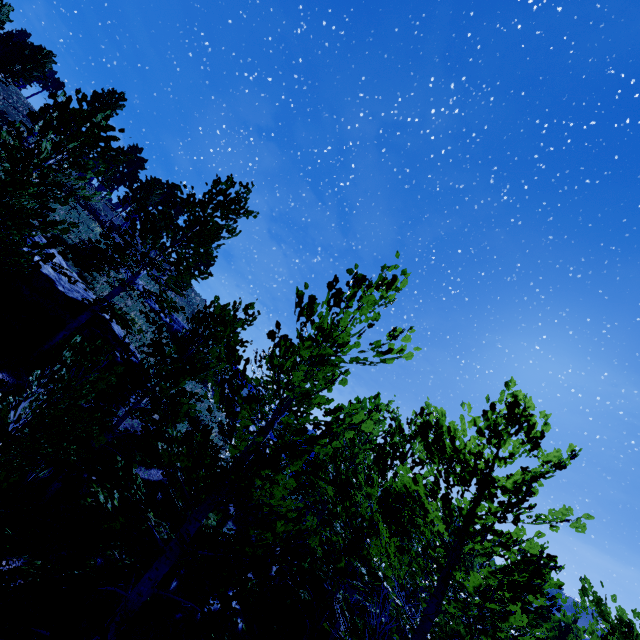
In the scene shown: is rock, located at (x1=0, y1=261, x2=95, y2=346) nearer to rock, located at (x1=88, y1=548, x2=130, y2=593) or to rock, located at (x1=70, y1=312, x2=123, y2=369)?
rock, located at (x1=70, y1=312, x2=123, y2=369)

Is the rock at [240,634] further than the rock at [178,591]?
Yes

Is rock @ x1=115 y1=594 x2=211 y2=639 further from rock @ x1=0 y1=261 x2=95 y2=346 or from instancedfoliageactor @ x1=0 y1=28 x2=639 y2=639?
rock @ x1=0 y1=261 x2=95 y2=346

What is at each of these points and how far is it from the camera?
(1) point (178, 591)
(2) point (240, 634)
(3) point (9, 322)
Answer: (1) rock, 8.72m
(2) rock, 10.16m
(3) rock, 10.01m

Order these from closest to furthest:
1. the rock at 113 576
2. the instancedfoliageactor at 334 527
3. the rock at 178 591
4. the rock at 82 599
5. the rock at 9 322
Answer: the instancedfoliageactor at 334 527 < the rock at 82 599 < the rock at 113 576 < the rock at 178 591 < the rock at 9 322

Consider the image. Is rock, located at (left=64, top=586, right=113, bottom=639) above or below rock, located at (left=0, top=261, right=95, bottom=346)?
below

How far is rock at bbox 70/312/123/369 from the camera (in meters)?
11.22

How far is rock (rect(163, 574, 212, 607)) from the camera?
8.44m
